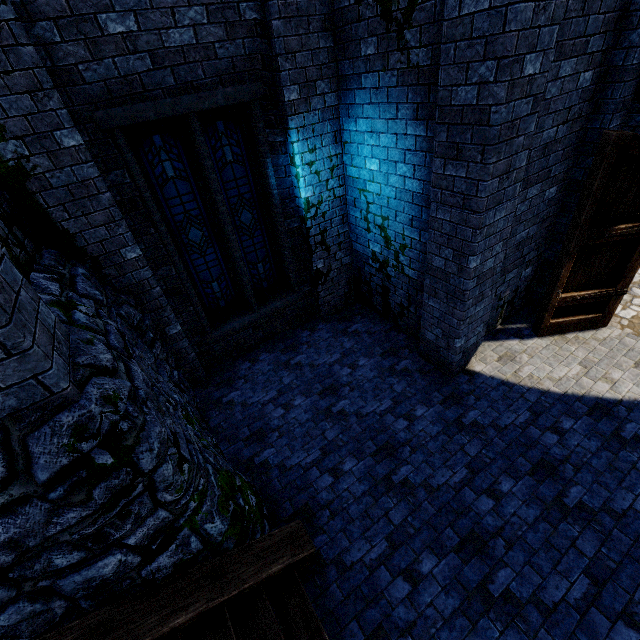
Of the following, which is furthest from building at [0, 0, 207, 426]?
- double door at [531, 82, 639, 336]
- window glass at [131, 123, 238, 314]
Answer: window glass at [131, 123, 238, 314]

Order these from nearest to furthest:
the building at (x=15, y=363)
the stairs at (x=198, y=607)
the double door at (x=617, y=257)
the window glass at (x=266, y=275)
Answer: the building at (x=15, y=363)
the stairs at (x=198, y=607)
the double door at (x=617, y=257)
the window glass at (x=266, y=275)

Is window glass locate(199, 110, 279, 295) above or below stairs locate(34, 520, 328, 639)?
above

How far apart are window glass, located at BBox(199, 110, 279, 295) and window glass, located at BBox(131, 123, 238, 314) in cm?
22

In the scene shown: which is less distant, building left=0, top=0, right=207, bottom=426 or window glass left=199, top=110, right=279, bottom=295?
building left=0, top=0, right=207, bottom=426

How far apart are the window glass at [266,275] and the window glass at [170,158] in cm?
22

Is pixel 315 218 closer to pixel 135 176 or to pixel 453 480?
pixel 135 176

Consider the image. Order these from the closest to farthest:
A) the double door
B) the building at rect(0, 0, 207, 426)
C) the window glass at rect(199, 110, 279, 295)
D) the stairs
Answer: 1. the building at rect(0, 0, 207, 426)
2. the stairs
3. the double door
4. the window glass at rect(199, 110, 279, 295)
